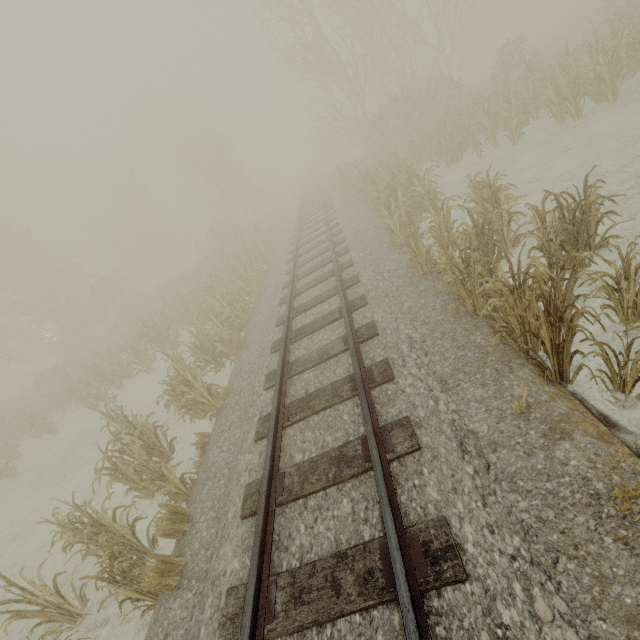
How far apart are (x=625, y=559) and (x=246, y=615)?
3.1 meters
